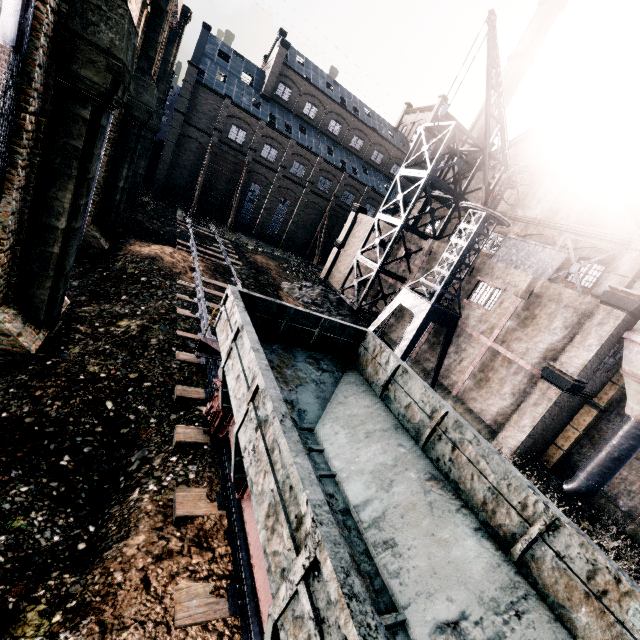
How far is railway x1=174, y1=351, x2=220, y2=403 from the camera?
9.9 meters

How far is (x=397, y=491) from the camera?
6.9 meters

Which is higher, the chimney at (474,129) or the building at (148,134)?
the chimney at (474,129)

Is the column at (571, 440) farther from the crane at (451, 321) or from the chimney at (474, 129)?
the chimney at (474, 129)

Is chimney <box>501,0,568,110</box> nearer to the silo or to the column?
the column

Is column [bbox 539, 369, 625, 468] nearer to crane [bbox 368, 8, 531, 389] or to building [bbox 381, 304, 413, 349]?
building [bbox 381, 304, 413, 349]

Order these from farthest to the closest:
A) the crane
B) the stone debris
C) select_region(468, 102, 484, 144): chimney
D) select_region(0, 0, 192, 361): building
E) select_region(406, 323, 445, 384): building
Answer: select_region(468, 102, 484, 144): chimney → the stone debris → select_region(406, 323, 445, 384): building → the crane → select_region(0, 0, 192, 361): building

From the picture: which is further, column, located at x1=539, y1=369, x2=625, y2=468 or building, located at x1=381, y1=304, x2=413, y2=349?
building, located at x1=381, y1=304, x2=413, y2=349
